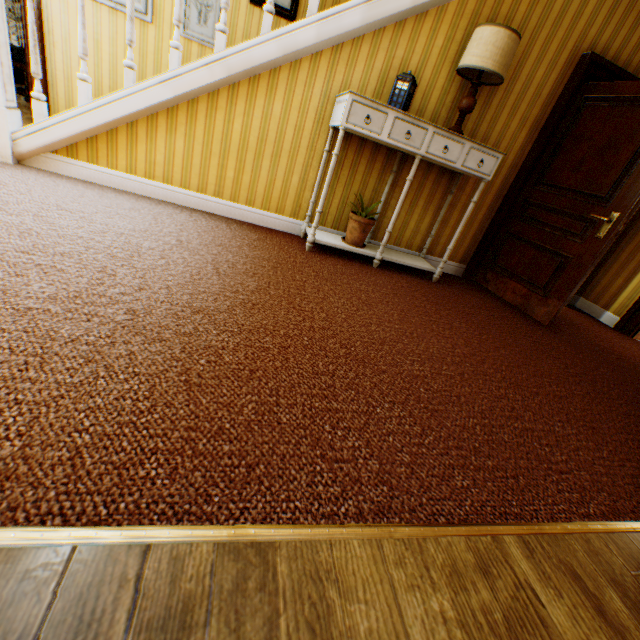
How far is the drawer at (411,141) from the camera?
2.7m

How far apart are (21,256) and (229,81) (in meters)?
2.24

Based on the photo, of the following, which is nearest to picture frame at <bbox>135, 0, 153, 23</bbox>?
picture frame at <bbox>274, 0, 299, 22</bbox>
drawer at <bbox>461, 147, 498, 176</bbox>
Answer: picture frame at <bbox>274, 0, 299, 22</bbox>

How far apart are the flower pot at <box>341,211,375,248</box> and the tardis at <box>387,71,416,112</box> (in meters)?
0.93

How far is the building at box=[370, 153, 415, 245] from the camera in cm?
343

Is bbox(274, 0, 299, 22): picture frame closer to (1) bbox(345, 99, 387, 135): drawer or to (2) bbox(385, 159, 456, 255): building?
(2) bbox(385, 159, 456, 255): building

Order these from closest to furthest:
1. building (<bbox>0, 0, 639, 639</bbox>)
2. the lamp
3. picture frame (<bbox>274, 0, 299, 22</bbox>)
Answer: building (<bbox>0, 0, 639, 639</bbox>) → the lamp → picture frame (<bbox>274, 0, 299, 22</bbox>)

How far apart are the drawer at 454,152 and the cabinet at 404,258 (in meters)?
0.01
